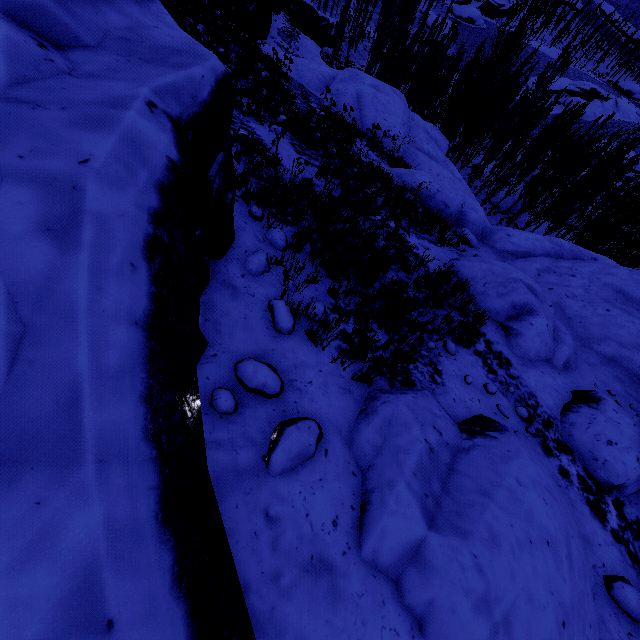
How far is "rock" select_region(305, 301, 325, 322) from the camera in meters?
4.4 m

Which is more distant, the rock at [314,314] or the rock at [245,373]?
the rock at [314,314]

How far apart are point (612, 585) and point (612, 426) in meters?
2.6

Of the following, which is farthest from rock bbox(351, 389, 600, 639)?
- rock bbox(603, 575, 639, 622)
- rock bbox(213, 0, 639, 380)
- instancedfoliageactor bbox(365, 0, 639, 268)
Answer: rock bbox(213, 0, 639, 380)

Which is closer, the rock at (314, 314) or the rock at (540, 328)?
the rock at (314, 314)

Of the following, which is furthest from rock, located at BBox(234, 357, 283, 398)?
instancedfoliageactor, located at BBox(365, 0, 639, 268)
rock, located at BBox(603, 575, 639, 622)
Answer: rock, located at BBox(603, 575, 639, 622)

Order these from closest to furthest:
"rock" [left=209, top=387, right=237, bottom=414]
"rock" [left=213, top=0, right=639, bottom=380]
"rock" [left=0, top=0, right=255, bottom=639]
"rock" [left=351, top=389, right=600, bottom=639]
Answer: "rock" [left=0, top=0, right=255, bottom=639]
"rock" [left=351, top=389, right=600, bottom=639]
"rock" [left=209, top=387, right=237, bottom=414]
"rock" [left=213, top=0, right=639, bottom=380]

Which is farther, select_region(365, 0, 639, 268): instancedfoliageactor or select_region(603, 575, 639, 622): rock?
select_region(365, 0, 639, 268): instancedfoliageactor
